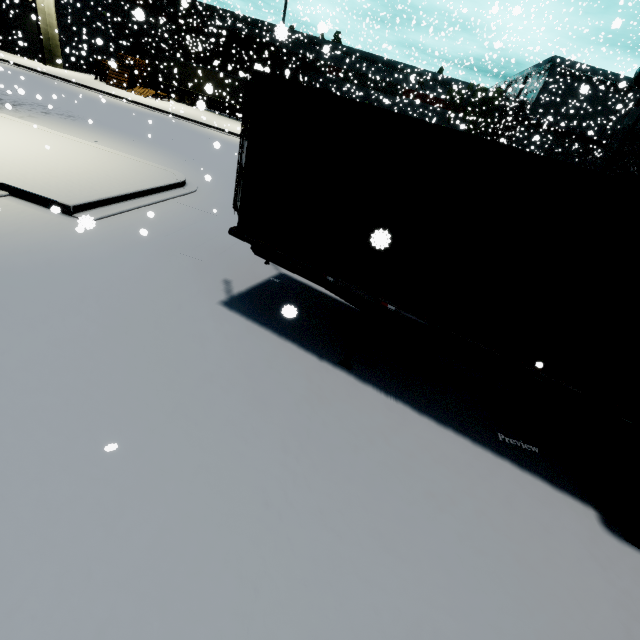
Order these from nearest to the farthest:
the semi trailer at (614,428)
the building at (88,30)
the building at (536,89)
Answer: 1. the semi trailer at (614,428)
2. the building at (536,89)
3. the building at (88,30)

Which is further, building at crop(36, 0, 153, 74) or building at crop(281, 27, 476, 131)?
building at crop(281, 27, 476, 131)

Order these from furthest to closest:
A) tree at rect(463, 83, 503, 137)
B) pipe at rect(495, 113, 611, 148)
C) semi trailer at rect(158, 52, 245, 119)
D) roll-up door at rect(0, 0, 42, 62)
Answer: pipe at rect(495, 113, 611, 148) < tree at rect(463, 83, 503, 137) < semi trailer at rect(158, 52, 245, 119) < roll-up door at rect(0, 0, 42, 62)

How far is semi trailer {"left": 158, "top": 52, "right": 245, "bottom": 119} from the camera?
32.5 meters

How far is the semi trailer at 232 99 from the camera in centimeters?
3253cm

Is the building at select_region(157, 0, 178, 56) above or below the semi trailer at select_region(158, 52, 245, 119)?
above

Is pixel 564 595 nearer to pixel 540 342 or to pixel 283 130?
pixel 540 342
